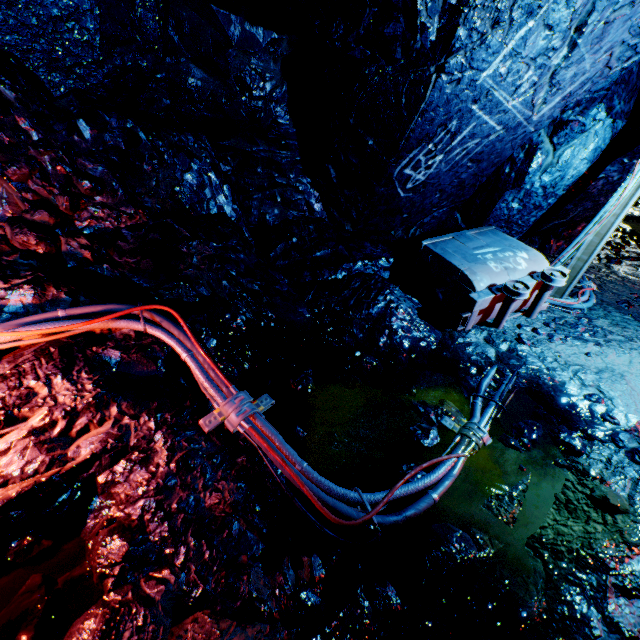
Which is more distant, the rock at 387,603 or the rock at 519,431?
the rock at 519,431

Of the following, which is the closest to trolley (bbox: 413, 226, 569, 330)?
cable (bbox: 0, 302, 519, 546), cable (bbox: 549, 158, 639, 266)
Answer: cable (bbox: 549, 158, 639, 266)

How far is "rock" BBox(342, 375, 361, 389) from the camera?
3.05m

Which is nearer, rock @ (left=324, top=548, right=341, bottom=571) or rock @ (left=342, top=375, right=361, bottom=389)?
rock @ (left=324, top=548, right=341, bottom=571)

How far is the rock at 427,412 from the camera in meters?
2.6

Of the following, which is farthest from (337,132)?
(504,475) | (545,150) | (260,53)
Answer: (504,475)

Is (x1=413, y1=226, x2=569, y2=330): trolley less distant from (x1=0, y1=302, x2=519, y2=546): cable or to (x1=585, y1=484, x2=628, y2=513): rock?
(x1=585, y1=484, x2=628, y2=513): rock
